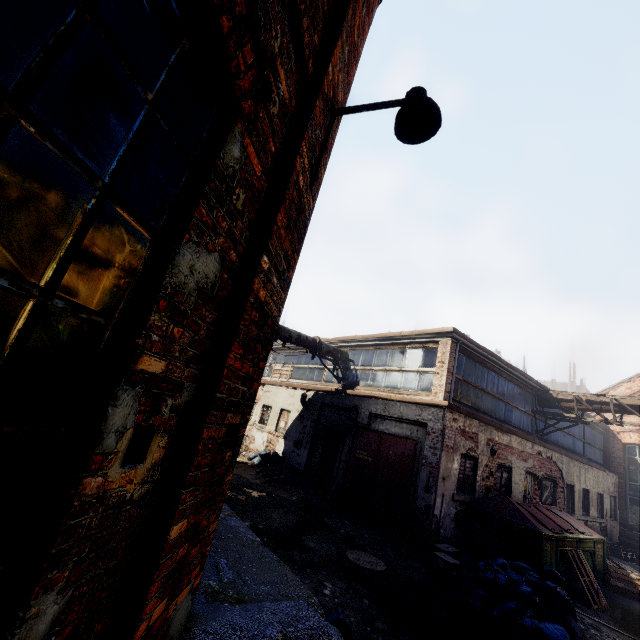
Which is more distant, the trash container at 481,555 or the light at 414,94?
the trash container at 481,555

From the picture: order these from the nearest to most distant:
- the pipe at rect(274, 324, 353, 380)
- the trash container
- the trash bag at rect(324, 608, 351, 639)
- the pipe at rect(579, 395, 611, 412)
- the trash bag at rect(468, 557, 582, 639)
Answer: the trash bag at rect(324, 608, 351, 639) → the trash bag at rect(468, 557, 582, 639) → the trash container → the pipe at rect(579, 395, 611, 412) → the pipe at rect(274, 324, 353, 380)

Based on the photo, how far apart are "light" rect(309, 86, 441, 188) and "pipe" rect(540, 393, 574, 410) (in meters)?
13.77

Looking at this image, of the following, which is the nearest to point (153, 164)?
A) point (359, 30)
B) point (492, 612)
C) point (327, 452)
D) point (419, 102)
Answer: point (419, 102)

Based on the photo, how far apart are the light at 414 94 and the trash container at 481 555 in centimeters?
925cm

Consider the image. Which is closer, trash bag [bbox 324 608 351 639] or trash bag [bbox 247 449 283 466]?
trash bag [bbox 324 608 351 639]

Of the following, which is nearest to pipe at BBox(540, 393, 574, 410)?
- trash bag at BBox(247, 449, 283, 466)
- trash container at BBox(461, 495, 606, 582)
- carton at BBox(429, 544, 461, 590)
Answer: trash container at BBox(461, 495, 606, 582)

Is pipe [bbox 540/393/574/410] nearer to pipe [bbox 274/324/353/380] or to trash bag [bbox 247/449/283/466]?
pipe [bbox 274/324/353/380]
